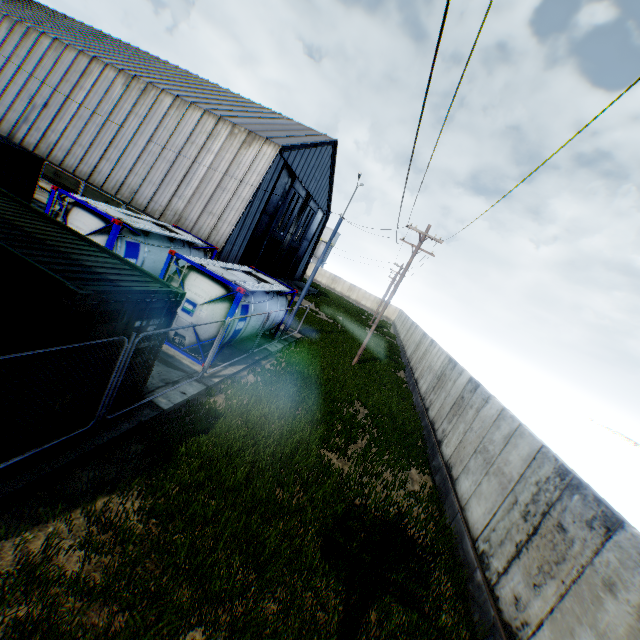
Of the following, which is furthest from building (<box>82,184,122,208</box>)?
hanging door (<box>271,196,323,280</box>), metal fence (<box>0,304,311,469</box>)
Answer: metal fence (<box>0,304,311,469</box>)

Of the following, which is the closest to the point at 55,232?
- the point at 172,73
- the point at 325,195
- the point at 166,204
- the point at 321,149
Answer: the point at 166,204

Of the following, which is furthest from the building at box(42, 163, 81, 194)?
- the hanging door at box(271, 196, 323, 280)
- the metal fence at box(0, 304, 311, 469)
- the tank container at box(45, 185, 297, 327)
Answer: the metal fence at box(0, 304, 311, 469)

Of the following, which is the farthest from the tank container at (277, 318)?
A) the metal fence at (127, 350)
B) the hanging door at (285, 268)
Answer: the hanging door at (285, 268)

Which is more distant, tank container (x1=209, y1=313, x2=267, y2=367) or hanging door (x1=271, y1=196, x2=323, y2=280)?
hanging door (x1=271, y1=196, x2=323, y2=280)

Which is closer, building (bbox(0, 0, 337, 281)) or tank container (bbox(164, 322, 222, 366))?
tank container (bbox(164, 322, 222, 366))

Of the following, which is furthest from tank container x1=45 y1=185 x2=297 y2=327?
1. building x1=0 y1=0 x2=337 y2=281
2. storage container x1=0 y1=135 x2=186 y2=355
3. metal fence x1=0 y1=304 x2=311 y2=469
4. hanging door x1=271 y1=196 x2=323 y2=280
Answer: hanging door x1=271 y1=196 x2=323 y2=280

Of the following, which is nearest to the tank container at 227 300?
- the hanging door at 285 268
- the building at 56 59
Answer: the building at 56 59
